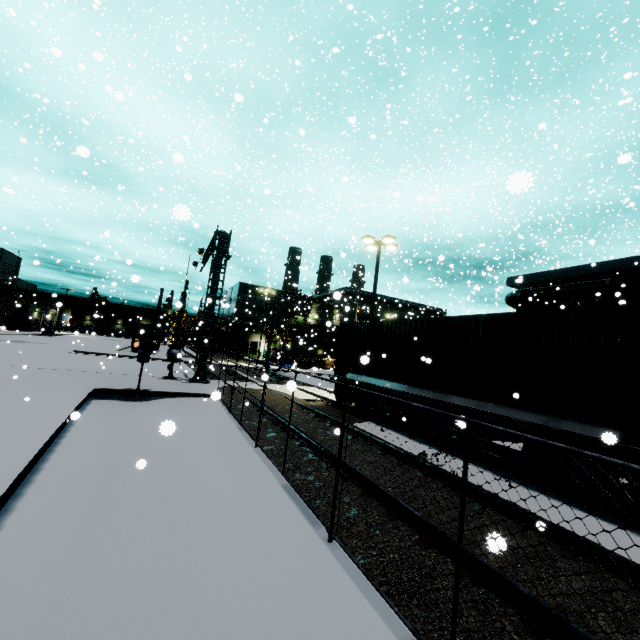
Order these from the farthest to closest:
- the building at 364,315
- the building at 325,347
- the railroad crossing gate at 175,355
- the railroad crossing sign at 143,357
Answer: the building at 325,347
the building at 364,315
the railroad crossing gate at 175,355
the railroad crossing sign at 143,357

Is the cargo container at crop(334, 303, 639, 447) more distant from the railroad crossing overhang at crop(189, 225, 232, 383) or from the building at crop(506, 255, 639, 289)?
the railroad crossing overhang at crop(189, 225, 232, 383)

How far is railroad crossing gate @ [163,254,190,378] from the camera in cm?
1792

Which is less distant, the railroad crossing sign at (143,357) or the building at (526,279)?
the railroad crossing sign at (143,357)

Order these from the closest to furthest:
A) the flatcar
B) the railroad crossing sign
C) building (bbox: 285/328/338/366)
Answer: the flatcar → the railroad crossing sign → building (bbox: 285/328/338/366)

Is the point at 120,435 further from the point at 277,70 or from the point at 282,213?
the point at 277,70

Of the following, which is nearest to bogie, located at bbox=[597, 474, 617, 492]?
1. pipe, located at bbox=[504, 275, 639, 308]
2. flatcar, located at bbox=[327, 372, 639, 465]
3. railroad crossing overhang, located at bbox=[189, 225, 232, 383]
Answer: flatcar, located at bbox=[327, 372, 639, 465]

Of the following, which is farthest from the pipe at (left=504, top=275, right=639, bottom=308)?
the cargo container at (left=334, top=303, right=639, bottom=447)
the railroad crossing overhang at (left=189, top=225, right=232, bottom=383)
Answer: the railroad crossing overhang at (left=189, top=225, right=232, bottom=383)
